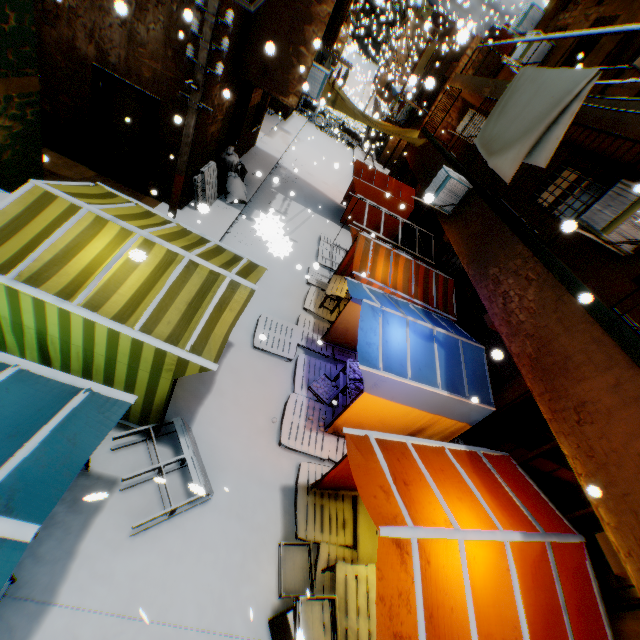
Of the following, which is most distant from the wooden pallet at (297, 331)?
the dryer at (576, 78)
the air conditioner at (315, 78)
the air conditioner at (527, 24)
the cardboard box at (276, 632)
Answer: the air conditioner at (527, 24)

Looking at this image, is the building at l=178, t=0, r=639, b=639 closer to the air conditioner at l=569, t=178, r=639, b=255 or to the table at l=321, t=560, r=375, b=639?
the air conditioner at l=569, t=178, r=639, b=255

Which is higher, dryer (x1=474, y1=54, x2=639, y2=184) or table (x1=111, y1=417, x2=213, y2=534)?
dryer (x1=474, y1=54, x2=639, y2=184)

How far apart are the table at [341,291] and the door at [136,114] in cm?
572

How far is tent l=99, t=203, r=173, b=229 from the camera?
4.66m

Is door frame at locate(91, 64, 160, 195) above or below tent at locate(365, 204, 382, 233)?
above

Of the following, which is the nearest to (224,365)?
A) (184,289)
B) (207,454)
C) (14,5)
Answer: (207,454)

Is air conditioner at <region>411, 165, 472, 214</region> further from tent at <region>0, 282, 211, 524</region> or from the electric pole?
the electric pole
